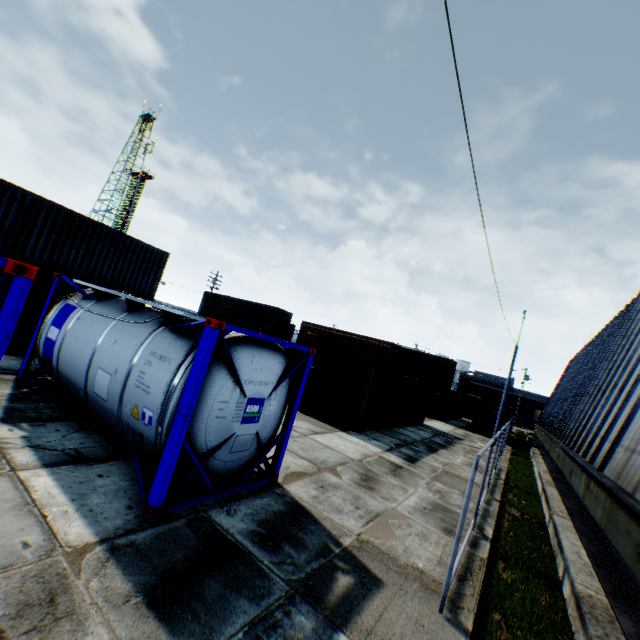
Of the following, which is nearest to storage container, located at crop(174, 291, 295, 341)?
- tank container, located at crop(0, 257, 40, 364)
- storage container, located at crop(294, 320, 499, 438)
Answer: storage container, located at crop(294, 320, 499, 438)

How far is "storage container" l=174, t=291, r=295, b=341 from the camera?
32.7m

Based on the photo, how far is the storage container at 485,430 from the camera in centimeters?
1480cm

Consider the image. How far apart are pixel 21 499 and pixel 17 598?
1.7m

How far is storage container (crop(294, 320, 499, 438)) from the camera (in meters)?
14.80

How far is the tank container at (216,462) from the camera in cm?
502

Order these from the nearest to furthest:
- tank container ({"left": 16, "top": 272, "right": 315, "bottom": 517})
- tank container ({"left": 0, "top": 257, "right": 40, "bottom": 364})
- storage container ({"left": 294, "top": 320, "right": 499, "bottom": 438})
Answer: tank container ({"left": 0, "top": 257, "right": 40, "bottom": 364}) < tank container ({"left": 16, "top": 272, "right": 315, "bottom": 517}) < storage container ({"left": 294, "top": 320, "right": 499, "bottom": 438})

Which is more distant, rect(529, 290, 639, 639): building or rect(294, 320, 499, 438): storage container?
rect(294, 320, 499, 438): storage container
